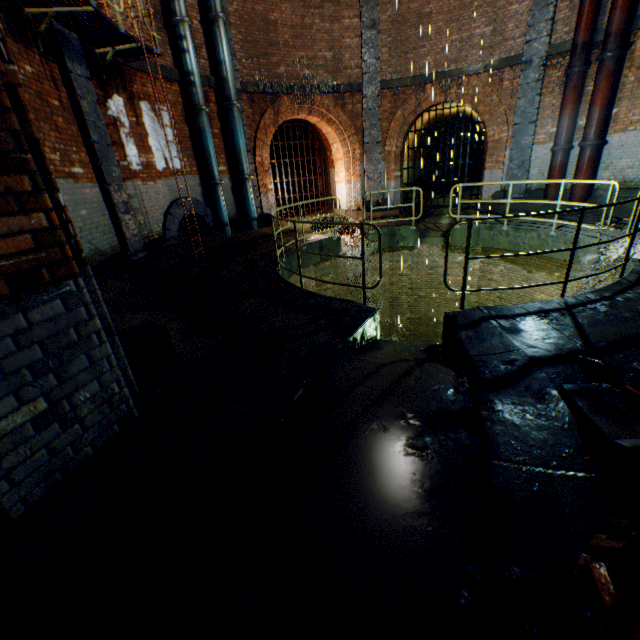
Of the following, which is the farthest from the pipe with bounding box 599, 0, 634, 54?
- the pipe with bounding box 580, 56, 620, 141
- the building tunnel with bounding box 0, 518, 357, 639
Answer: the building tunnel with bounding box 0, 518, 357, 639

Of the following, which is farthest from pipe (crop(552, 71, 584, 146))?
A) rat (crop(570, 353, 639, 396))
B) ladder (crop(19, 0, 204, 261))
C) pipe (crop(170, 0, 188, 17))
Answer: ladder (crop(19, 0, 204, 261))

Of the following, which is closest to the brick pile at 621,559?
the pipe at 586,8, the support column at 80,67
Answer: the support column at 80,67

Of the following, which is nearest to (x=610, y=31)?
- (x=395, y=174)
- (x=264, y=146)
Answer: (x=395, y=174)

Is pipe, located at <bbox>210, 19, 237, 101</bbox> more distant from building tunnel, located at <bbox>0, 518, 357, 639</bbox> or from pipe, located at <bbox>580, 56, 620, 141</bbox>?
building tunnel, located at <bbox>0, 518, 357, 639</bbox>

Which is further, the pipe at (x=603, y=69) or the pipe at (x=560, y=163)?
the pipe at (x=560, y=163)

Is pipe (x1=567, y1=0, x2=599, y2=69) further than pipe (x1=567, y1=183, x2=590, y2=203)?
No

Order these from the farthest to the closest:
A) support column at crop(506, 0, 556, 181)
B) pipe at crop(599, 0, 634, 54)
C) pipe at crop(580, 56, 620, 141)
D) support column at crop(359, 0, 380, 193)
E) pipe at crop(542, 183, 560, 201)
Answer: support column at crop(359, 0, 380, 193) < pipe at crop(542, 183, 560, 201) < support column at crop(506, 0, 556, 181) < pipe at crop(580, 56, 620, 141) < pipe at crop(599, 0, 634, 54)
